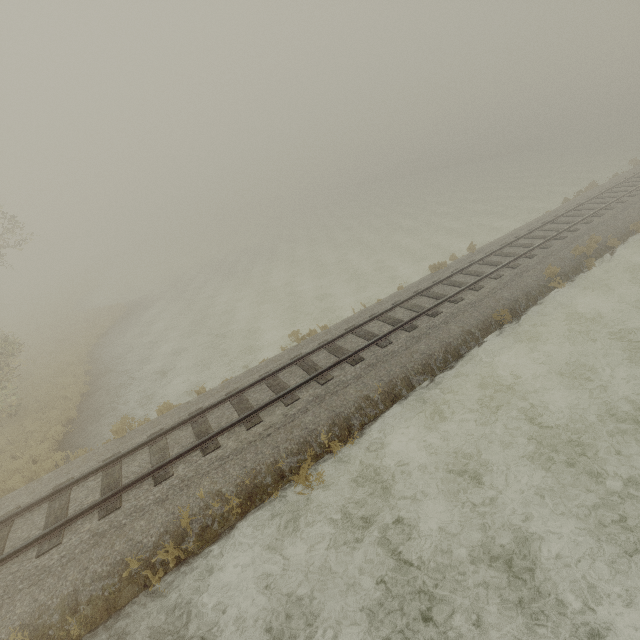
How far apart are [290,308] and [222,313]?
5.48m
